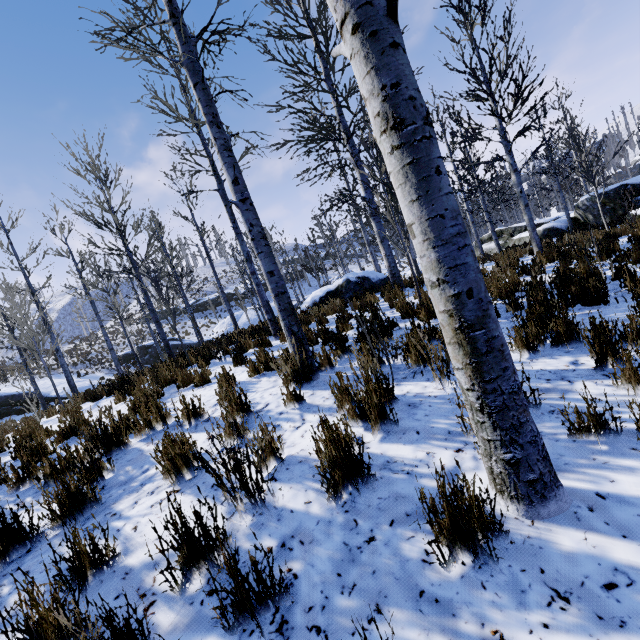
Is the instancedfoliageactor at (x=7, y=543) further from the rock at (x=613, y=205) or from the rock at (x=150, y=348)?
the rock at (x=613, y=205)

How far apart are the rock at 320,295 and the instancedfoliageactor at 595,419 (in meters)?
10.68

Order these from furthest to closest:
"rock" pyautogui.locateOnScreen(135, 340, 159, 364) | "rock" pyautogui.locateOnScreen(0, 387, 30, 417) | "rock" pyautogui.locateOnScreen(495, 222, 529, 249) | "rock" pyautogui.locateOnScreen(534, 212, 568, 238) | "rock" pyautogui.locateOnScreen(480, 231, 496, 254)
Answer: "rock" pyautogui.locateOnScreen(135, 340, 159, 364), "rock" pyautogui.locateOnScreen(480, 231, 496, 254), "rock" pyautogui.locateOnScreen(0, 387, 30, 417), "rock" pyautogui.locateOnScreen(495, 222, 529, 249), "rock" pyautogui.locateOnScreen(534, 212, 568, 238)

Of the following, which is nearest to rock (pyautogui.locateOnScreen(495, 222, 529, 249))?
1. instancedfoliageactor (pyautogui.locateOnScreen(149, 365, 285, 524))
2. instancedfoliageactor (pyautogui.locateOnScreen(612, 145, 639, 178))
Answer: instancedfoliageactor (pyautogui.locateOnScreen(149, 365, 285, 524))

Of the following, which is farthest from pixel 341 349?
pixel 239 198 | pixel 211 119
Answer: pixel 211 119

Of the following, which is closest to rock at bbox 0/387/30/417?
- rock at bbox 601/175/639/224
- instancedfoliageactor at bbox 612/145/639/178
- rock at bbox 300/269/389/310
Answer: rock at bbox 300/269/389/310

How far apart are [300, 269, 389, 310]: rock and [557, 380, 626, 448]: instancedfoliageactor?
10.68m

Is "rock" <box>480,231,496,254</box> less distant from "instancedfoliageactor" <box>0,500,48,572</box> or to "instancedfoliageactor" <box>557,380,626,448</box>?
"instancedfoliageactor" <box>0,500,48,572</box>
